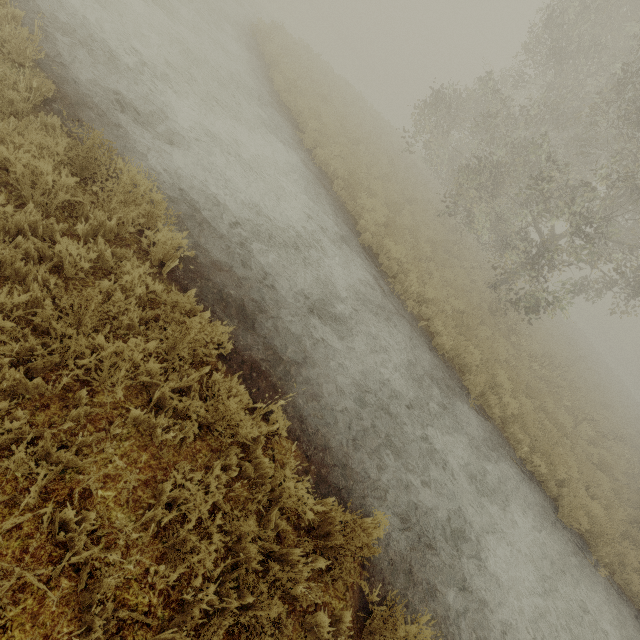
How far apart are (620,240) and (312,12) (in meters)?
66.72

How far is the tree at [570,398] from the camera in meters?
12.5 m

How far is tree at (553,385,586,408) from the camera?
12.51m
